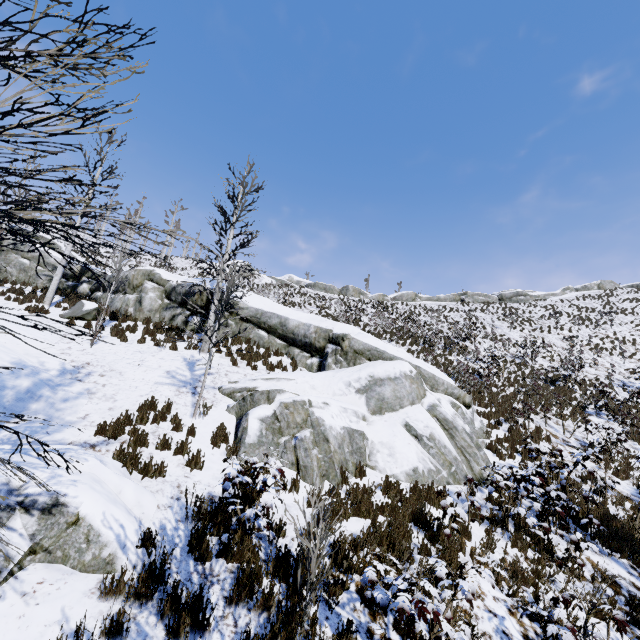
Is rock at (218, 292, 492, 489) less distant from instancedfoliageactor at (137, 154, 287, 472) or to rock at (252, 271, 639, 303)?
instancedfoliageactor at (137, 154, 287, 472)

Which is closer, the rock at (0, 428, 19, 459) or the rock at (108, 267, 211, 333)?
the rock at (0, 428, 19, 459)

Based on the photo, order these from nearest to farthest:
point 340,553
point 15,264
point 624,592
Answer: point 340,553 → point 624,592 → point 15,264

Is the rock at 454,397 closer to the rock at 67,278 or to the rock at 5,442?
the rock at 67,278

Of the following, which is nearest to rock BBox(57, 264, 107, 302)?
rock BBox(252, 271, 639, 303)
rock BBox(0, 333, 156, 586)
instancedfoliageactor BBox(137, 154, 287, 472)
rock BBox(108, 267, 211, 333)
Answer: rock BBox(108, 267, 211, 333)

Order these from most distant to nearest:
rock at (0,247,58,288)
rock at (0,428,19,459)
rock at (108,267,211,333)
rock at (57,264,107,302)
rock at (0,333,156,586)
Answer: rock at (0,247,58,288)
rock at (57,264,107,302)
rock at (108,267,211,333)
rock at (0,428,19,459)
rock at (0,333,156,586)

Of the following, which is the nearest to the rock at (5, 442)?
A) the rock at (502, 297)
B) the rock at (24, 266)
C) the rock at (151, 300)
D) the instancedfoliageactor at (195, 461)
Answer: the rock at (151, 300)
